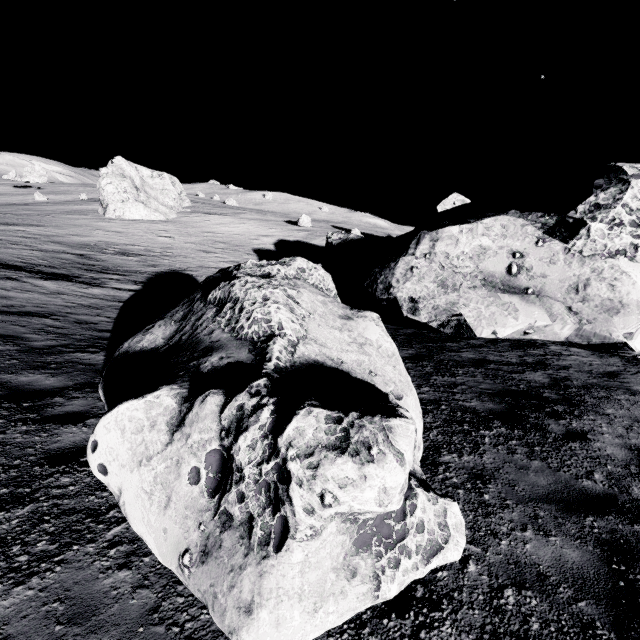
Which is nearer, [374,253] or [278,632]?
[278,632]

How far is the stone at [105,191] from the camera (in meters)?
39.72

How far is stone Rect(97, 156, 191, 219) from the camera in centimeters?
3972cm

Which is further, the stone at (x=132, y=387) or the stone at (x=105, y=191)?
the stone at (x=105, y=191)

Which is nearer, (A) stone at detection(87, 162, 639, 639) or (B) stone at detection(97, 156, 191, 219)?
(A) stone at detection(87, 162, 639, 639)
